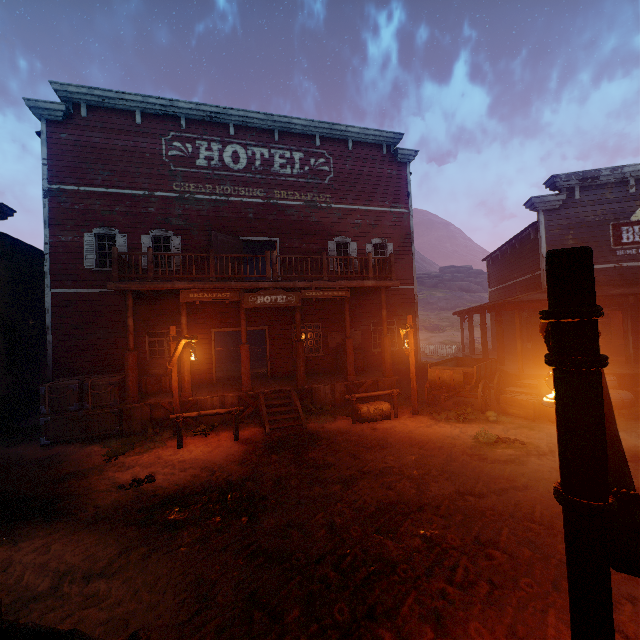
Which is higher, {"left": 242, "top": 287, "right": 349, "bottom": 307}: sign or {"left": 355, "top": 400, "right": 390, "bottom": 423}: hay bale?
{"left": 242, "top": 287, "right": 349, "bottom": 307}: sign

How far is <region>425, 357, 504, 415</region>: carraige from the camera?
10.2m

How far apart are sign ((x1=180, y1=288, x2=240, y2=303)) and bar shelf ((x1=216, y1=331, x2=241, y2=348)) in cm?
1442

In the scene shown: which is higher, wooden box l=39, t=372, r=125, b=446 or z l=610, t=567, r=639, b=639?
wooden box l=39, t=372, r=125, b=446

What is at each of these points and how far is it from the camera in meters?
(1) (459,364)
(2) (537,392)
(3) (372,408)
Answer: (1) carraige, 13.2
(2) wooden box, 10.4
(3) hay bale, 10.4

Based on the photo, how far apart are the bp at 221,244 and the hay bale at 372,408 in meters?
6.9 m

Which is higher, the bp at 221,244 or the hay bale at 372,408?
the bp at 221,244

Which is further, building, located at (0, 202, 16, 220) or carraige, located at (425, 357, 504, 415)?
building, located at (0, 202, 16, 220)
